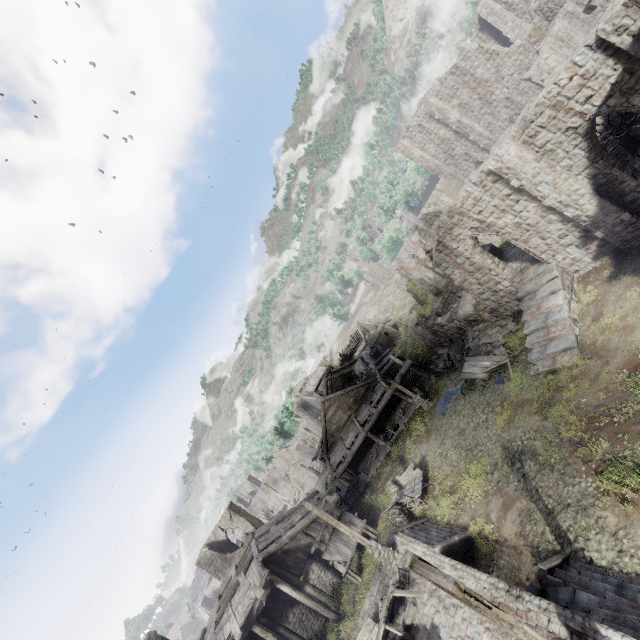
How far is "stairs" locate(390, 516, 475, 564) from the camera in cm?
1309

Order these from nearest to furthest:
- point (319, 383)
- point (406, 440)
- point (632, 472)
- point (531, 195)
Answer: point (632, 472)
point (531, 195)
point (406, 440)
point (319, 383)

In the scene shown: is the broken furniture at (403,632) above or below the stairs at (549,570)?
above

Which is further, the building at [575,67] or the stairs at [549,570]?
the building at [575,67]

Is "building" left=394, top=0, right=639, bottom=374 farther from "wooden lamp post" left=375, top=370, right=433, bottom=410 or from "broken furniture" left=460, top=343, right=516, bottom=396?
"broken furniture" left=460, top=343, right=516, bottom=396

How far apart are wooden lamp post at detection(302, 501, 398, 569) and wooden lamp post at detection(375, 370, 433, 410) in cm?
947

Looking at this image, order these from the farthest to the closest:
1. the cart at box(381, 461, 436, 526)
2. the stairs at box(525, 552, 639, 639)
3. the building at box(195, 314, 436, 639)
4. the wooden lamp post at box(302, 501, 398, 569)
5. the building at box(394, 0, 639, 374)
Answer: the building at box(195, 314, 436, 639), the cart at box(381, 461, 436, 526), the wooden lamp post at box(302, 501, 398, 569), the building at box(394, 0, 639, 374), the stairs at box(525, 552, 639, 639)

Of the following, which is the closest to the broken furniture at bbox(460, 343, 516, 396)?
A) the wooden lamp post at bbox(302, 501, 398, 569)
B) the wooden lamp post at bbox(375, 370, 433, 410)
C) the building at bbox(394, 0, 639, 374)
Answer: the building at bbox(394, 0, 639, 374)
